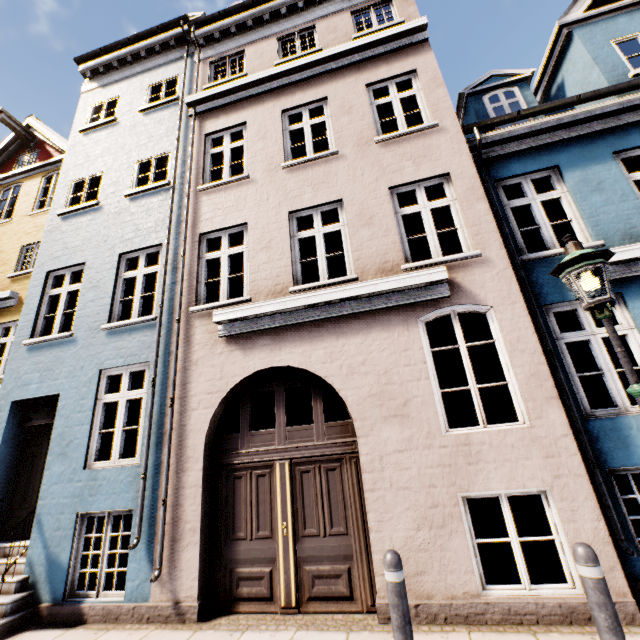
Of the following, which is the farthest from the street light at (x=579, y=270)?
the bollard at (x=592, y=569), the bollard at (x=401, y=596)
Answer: the bollard at (x=401, y=596)

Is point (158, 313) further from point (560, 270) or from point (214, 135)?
point (560, 270)

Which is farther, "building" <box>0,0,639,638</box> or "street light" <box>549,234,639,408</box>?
"building" <box>0,0,639,638</box>

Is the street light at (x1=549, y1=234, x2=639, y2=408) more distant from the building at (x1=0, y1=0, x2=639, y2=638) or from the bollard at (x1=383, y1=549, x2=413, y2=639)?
the bollard at (x1=383, y1=549, x2=413, y2=639)

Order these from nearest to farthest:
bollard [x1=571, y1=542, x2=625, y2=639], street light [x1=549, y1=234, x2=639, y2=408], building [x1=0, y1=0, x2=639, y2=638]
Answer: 1. bollard [x1=571, y1=542, x2=625, y2=639]
2. street light [x1=549, y1=234, x2=639, y2=408]
3. building [x1=0, y1=0, x2=639, y2=638]

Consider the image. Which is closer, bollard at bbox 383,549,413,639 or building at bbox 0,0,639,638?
bollard at bbox 383,549,413,639

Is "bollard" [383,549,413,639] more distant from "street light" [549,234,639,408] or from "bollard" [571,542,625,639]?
"street light" [549,234,639,408]

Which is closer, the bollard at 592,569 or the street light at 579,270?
the bollard at 592,569
